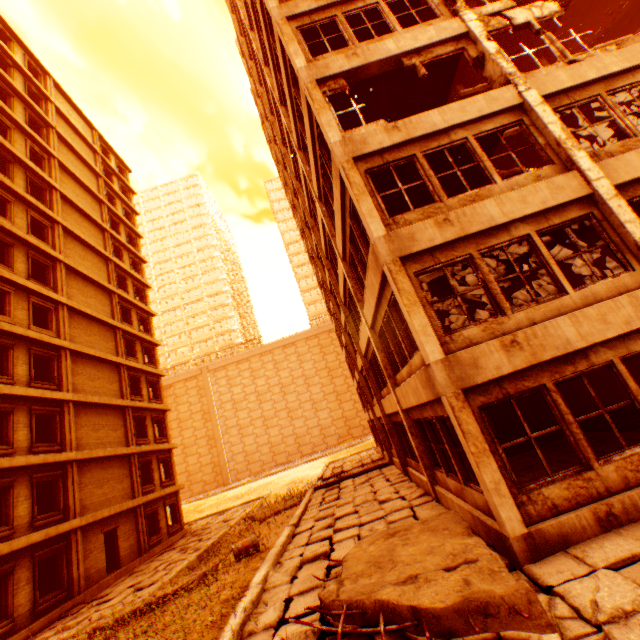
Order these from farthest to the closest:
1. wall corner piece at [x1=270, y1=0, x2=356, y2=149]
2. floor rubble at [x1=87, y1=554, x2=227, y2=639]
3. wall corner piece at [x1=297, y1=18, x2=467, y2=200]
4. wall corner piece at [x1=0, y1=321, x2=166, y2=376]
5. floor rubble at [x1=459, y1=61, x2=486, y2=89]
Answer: floor rubble at [x1=459, y1=61, x2=486, y2=89]
wall corner piece at [x1=0, y1=321, x2=166, y2=376]
wall corner piece at [x1=270, y1=0, x2=356, y2=149]
wall corner piece at [x1=297, y1=18, x2=467, y2=200]
floor rubble at [x1=87, y1=554, x2=227, y2=639]

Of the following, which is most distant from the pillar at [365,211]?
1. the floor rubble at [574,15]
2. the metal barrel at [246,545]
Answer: the metal barrel at [246,545]

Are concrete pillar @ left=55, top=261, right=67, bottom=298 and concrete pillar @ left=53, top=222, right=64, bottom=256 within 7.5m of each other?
yes

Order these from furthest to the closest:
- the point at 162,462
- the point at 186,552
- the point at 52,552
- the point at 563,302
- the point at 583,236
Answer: the point at 162,462 → the point at 186,552 → the point at 52,552 → the point at 583,236 → the point at 563,302

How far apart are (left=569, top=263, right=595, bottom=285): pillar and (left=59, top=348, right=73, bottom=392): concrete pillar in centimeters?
2587cm

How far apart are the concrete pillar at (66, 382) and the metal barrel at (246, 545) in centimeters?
1276cm

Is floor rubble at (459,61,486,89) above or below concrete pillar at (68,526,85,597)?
above

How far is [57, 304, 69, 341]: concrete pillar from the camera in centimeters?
1846cm
